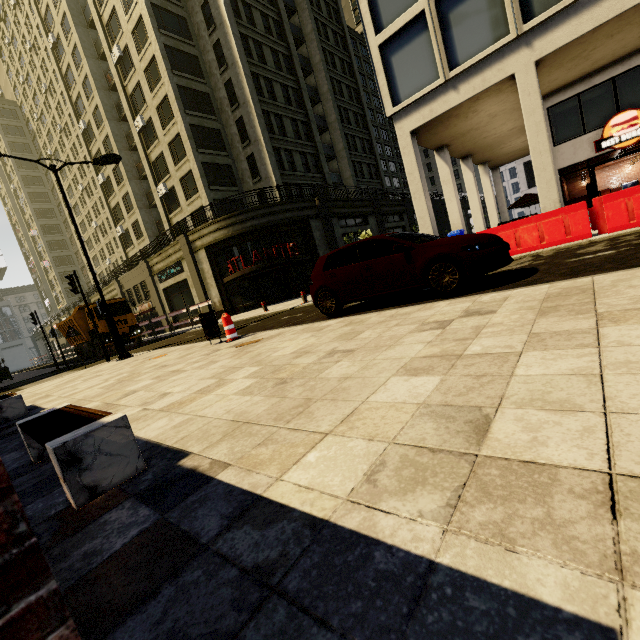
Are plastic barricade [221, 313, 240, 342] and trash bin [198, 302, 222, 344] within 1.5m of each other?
yes

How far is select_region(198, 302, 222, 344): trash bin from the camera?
8.2m

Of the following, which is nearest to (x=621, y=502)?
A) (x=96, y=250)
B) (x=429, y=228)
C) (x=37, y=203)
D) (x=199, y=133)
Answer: (x=429, y=228)

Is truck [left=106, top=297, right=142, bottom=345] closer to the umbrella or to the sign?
the sign

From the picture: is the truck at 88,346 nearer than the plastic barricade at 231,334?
No

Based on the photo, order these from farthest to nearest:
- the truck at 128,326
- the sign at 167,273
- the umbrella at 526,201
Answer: the sign at 167,273
the truck at 128,326
the umbrella at 526,201

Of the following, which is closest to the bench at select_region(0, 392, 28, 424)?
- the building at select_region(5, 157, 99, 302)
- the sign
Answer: the sign

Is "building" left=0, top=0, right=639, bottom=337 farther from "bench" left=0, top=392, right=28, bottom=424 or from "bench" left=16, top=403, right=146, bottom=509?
"bench" left=16, top=403, right=146, bottom=509
